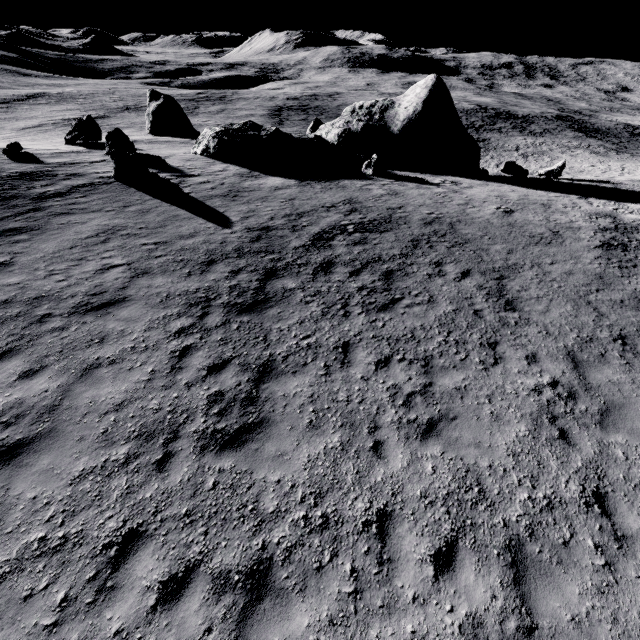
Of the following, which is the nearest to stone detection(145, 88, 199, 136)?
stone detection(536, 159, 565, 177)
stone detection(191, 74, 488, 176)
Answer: stone detection(191, 74, 488, 176)

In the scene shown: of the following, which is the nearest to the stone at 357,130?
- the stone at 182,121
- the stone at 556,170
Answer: the stone at 556,170

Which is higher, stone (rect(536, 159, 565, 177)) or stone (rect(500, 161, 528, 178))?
stone (rect(500, 161, 528, 178))

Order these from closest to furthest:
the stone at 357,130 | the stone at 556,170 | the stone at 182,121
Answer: the stone at 357,130
the stone at 556,170
the stone at 182,121

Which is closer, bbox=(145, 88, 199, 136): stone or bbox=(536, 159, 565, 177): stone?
bbox=(536, 159, 565, 177): stone

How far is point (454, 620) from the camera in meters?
4.5 m

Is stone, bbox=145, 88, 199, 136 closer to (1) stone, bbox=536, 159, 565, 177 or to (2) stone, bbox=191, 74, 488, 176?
(2) stone, bbox=191, 74, 488, 176

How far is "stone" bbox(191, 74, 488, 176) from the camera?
21.2 meters
